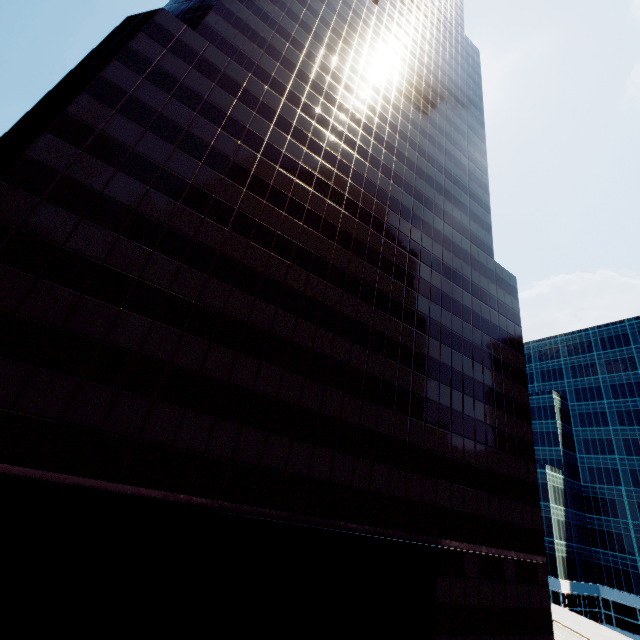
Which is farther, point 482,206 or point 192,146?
point 482,206
